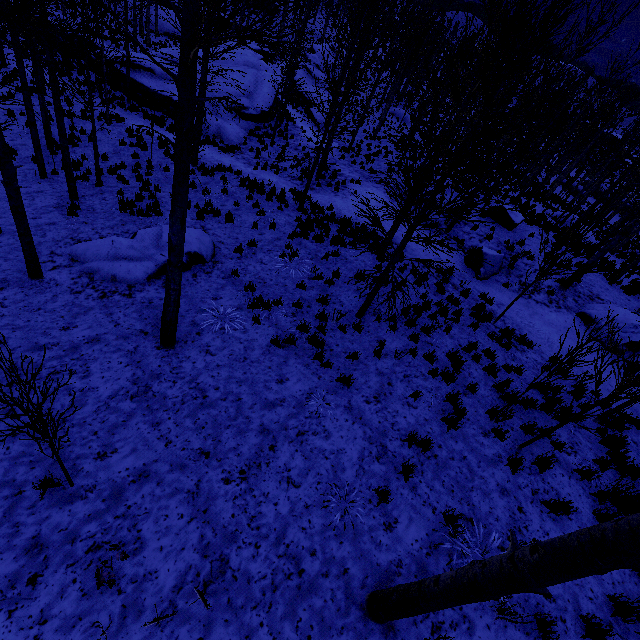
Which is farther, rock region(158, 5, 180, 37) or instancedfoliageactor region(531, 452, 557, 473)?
rock region(158, 5, 180, 37)

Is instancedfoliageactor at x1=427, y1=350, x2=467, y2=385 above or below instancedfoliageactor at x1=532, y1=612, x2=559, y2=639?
below

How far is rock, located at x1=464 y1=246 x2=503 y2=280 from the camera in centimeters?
1272cm

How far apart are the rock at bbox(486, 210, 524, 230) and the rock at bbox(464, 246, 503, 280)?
3.64m

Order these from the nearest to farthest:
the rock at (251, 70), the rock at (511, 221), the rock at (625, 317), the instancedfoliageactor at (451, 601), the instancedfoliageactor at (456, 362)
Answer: the instancedfoliageactor at (451, 601), the instancedfoliageactor at (456, 362), the rock at (625, 317), the rock at (511, 221), the rock at (251, 70)

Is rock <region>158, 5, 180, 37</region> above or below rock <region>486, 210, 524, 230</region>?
below

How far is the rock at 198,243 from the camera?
8.8 meters

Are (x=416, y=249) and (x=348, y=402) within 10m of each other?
yes
